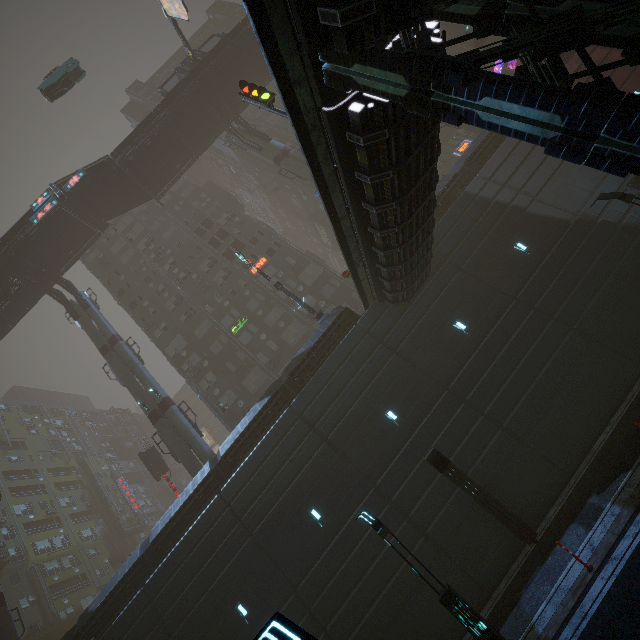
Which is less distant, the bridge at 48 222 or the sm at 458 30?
the bridge at 48 222

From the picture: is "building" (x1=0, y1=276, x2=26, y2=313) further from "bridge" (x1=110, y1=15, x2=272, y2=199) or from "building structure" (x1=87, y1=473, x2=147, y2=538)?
"building structure" (x1=87, y1=473, x2=147, y2=538)

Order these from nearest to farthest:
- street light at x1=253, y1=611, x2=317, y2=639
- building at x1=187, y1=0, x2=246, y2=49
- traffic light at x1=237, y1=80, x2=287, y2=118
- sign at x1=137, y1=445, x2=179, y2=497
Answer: street light at x1=253, y1=611, x2=317, y2=639 → traffic light at x1=237, y1=80, x2=287, y2=118 → sign at x1=137, y1=445, x2=179, y2=497 → building at x1=187, y1=0, x2=246, y2=49

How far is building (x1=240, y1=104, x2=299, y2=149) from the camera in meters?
42.3 m

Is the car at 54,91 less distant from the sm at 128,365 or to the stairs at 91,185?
the sm at 128,365

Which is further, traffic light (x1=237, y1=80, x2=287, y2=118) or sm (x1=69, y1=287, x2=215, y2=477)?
sm (x1=69, y1=287, x2=215, y2=477)

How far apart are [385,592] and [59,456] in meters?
62.8 m

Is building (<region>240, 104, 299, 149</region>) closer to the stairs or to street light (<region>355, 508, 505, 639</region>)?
street light (<region>355, 508, 505, 639</region>)
